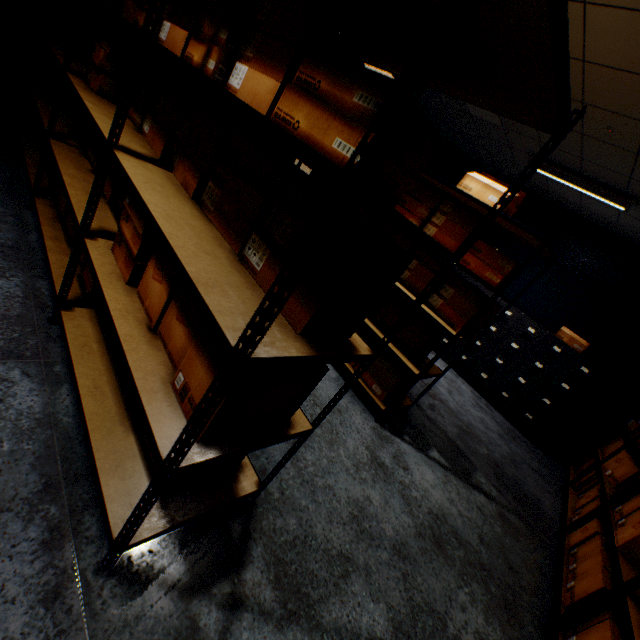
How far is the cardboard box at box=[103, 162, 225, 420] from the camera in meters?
1.0

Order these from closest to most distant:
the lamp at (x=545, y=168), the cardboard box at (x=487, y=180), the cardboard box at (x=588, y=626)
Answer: the cardboard box at (x=588, y=626), the cardboard box at (x=487, y=180), the lamp at (x=545, y=168)

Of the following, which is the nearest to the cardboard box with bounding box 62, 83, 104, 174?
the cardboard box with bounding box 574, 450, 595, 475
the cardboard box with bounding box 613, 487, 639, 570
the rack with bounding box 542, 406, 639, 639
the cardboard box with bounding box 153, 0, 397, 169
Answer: the cardboard box with bounding box 153, 0, 397, 169

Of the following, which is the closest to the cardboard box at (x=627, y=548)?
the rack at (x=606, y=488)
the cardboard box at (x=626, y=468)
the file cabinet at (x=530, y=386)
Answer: the rack at (x=606, y=488)

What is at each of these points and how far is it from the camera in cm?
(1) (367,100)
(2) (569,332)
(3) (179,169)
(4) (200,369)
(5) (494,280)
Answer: (1) cardboard box, 79
(2) cardboard box, 450
(3) cardboard box, 145
(4) cardboard box, 96
(5) cardboard box, 241

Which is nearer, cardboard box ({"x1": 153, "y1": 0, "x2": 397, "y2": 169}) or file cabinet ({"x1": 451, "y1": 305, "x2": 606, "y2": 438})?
cardboard box ({"x1": 153, "y1": 0, "x2": 397, "y2": 169})

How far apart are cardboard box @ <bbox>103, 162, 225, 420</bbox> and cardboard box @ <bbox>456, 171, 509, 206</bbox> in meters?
1.8

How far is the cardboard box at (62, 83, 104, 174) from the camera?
2.04m
